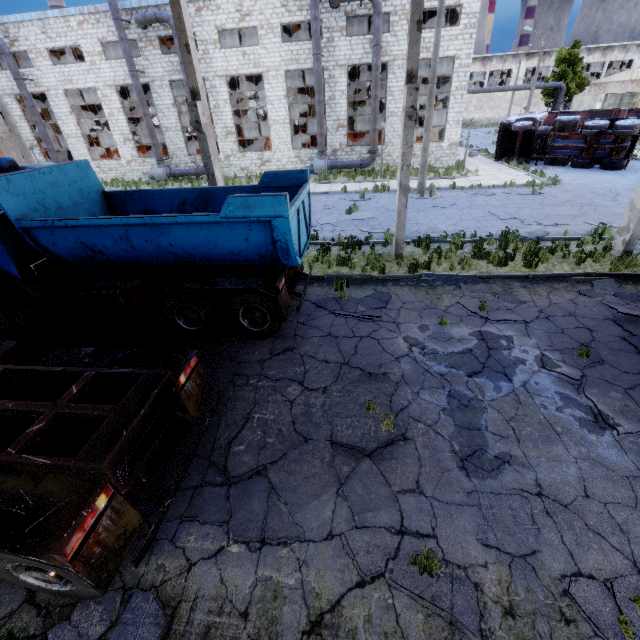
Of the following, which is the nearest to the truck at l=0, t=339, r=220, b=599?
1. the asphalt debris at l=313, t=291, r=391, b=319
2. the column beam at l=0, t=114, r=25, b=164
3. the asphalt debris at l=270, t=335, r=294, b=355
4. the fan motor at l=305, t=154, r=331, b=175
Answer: the asphalt debris at l=270, t=335, r=294, b=355

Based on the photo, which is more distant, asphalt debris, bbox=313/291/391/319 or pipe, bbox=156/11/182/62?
pipe, bbox=156/11/182/62

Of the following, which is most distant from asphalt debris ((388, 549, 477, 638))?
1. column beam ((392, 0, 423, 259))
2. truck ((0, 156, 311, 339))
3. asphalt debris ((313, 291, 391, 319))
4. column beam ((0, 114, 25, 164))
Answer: column beam ((0, 114, 25, 164))

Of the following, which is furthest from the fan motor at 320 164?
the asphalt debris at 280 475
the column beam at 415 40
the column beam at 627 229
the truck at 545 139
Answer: the asphalt debris at 280 475

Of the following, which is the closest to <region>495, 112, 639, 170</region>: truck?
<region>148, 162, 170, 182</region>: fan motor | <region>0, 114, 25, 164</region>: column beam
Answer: <region>148, 162, 170, 182</region>: fan motor

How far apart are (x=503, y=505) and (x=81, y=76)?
36.3 meters

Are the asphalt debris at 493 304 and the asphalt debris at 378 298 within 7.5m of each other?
→ yes

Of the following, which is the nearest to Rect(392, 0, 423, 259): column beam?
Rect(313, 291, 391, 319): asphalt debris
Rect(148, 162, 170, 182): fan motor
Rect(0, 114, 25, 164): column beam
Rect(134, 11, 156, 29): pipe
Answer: Rect(313, 291, 391, 319): asphalt debris
